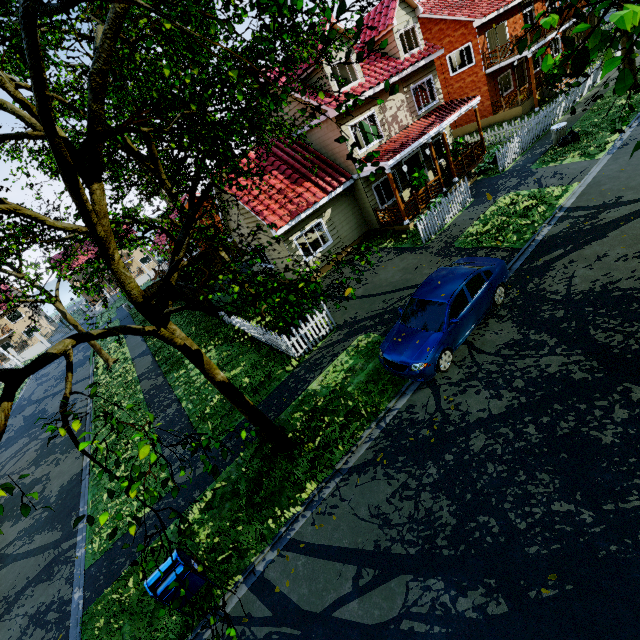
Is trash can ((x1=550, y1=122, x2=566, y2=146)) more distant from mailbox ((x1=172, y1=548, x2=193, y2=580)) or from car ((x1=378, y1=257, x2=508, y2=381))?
mailbox ((x1=172, y1=548, x2=193, y2=580))

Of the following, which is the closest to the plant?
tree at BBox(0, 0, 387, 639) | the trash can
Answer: the trash can

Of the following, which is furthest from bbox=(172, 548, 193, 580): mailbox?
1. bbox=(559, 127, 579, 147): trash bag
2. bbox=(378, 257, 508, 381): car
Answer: bbox=(559, 127, 579, 147): trash bag

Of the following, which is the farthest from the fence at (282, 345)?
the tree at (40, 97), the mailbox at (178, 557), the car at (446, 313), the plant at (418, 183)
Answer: the plant at (418, 183)

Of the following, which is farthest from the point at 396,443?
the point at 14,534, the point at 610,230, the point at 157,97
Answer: the point at 14,534

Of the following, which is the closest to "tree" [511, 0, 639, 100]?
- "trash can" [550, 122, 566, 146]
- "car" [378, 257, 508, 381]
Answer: "trash can" [550, 122, 566, 146]

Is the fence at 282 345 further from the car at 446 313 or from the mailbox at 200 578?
the mailbox at 200 578

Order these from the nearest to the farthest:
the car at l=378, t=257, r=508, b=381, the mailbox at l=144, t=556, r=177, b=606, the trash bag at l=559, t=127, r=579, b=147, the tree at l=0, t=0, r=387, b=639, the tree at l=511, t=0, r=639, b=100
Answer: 1. the tree at l=511, t=0, r=639, b=100
2. the tree at l=0, t=0, r=387, b=639
3. the mailbox at l=144, t=556, r=177, b=606
4. the car at l=378, t=257, r=508, b=381
5. the trash bag at l=559, t=127, r=579, b=147
